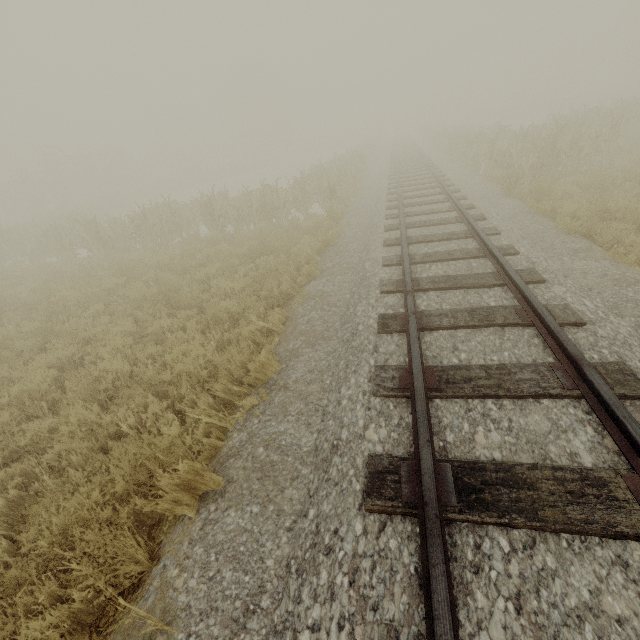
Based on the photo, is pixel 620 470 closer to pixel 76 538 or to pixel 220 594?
pixel 220 594
